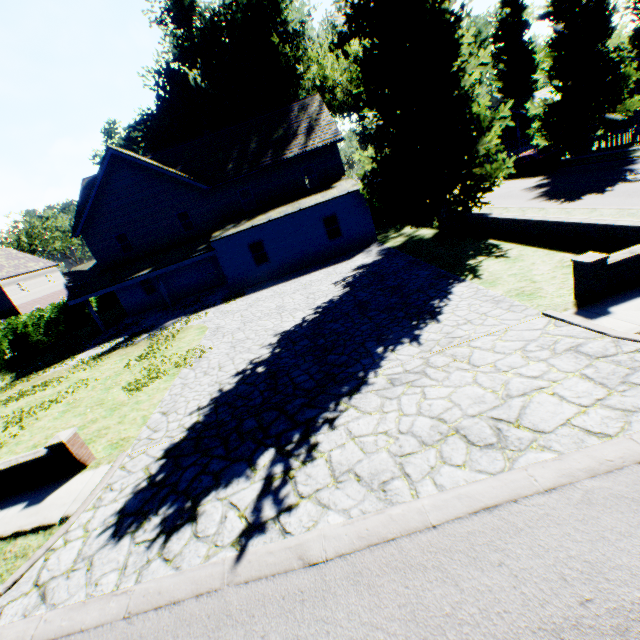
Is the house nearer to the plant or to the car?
the plant

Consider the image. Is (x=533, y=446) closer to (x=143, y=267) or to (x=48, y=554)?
(x=48, y=554)

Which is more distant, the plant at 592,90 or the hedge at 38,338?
the hedge at 38,338

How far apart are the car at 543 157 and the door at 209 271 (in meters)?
25.62

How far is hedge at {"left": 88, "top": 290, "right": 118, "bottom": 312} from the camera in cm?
3447

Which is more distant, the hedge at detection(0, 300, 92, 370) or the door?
the door

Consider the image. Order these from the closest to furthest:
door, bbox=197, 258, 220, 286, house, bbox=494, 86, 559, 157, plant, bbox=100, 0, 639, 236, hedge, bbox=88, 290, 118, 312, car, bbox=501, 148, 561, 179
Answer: plant, bbox=100, 0, 639, 236
car, bbox=501, 148, 561, 179
door, bbox=197, 258, 220, 286
hedge, bbox=88, 290, 118, 312
house, bbox=494, 86, 559, 157

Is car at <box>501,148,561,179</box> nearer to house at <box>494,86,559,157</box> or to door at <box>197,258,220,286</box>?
house at <box>494,86,559,157</box>
